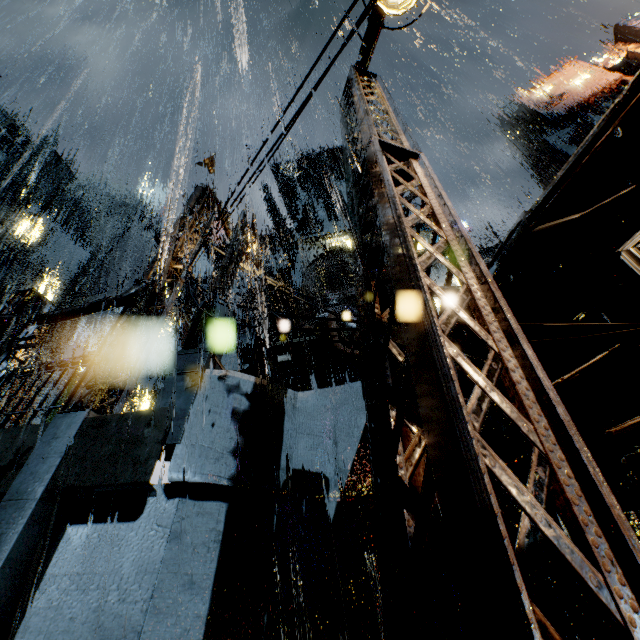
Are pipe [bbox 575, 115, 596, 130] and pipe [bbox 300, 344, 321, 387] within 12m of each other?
no

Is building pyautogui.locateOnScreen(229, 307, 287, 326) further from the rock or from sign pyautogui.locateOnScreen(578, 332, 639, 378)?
the rock

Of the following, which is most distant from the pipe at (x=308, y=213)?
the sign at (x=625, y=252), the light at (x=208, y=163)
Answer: the sign at (x=625, y=252)

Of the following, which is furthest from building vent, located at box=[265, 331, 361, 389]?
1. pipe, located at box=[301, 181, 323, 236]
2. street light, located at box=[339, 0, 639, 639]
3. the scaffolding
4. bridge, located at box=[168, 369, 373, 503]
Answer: pipe, located at box=[301, 181, 323, 236]

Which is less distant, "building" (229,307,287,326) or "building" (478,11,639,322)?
"building" (478,11,639,322)

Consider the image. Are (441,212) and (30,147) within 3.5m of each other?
no

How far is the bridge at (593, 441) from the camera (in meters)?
6.37

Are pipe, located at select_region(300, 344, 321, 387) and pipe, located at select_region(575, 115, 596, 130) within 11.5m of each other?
no
